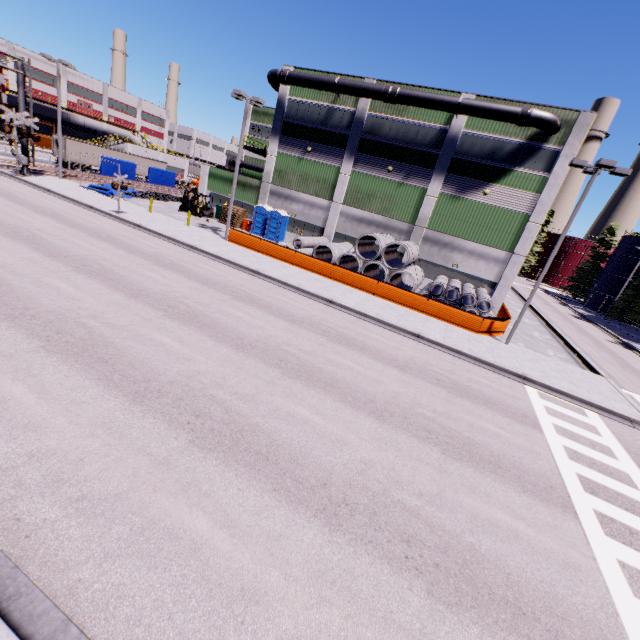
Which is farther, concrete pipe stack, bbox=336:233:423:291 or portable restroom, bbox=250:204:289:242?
portable restroom, bbox=250:204:289:242

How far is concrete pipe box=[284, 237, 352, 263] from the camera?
25.7m

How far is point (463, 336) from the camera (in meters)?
18.03

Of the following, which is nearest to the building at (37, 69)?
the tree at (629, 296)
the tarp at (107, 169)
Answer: the tarp at (107, 169)

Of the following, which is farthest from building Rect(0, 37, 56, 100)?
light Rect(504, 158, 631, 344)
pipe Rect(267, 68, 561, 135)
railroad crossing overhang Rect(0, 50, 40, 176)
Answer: railroad crossing overhang Rect(0, 50, 40, 176)

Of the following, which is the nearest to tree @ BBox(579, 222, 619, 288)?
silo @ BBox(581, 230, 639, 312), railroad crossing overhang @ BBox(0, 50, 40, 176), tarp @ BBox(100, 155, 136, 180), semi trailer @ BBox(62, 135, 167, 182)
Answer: silo @ BBox(581, 230, 639, 312)

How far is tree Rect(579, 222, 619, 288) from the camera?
57.7 meters

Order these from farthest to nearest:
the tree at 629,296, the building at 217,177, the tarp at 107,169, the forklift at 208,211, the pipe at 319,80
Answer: the tree at 629,296 < the building at 217,177 < the tarp at 107,169 < the forklift at 208,211 < the pipe at 319,80
